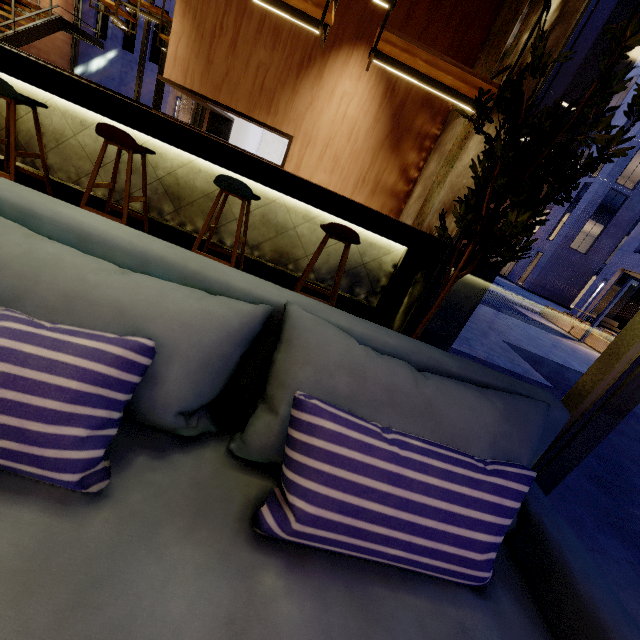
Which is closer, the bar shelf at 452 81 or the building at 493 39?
the bar shelf at 452 81

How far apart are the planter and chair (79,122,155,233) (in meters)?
14.92

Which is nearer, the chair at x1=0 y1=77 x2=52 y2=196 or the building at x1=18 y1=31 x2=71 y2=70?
the chair at x1=0 y1=77 x2=52 y2=196

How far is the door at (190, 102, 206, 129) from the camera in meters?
10.3 m

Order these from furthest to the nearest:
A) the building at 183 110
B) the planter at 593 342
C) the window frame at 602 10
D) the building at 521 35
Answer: the building at 183 110 < the planter at 593 342 < the building at 521 35 < the window frame at 602 10

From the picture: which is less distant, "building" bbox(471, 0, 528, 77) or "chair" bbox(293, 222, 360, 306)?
"chair" bbox(293, 222, 360, 306)

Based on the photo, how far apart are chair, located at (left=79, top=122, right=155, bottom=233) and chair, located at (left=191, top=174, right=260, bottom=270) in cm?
56

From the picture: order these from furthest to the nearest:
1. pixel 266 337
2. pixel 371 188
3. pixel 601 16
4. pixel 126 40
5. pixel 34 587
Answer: pixel 126 40
pixel 371 188
pixel 601 16
pixel 266 337
pixel 34 587
